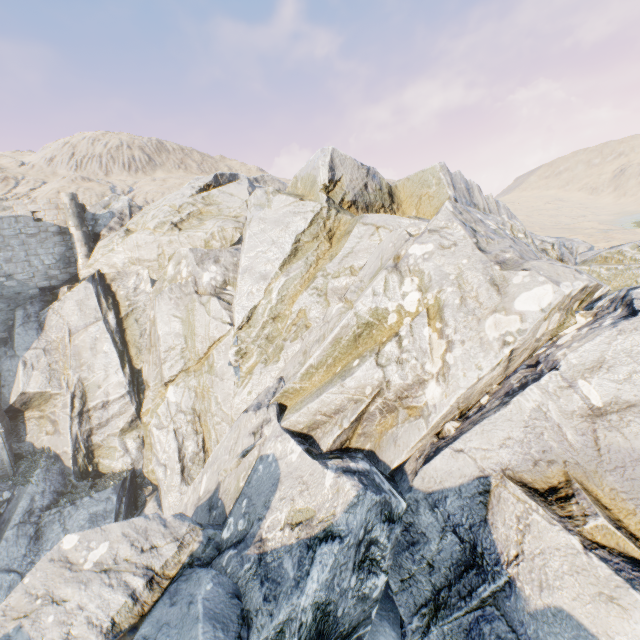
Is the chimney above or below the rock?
above

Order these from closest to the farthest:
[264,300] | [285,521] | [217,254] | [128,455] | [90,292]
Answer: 1. [285,521]
2. [264,300]
3. [217,254]
4. [128,455]
5. [90,292]

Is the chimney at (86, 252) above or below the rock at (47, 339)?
above

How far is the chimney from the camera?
22.8 meters

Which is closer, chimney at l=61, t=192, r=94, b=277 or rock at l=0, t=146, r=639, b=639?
rock at l=0, t=146, r=639, b=639

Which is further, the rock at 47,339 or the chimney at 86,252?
the chimney at 86,252
